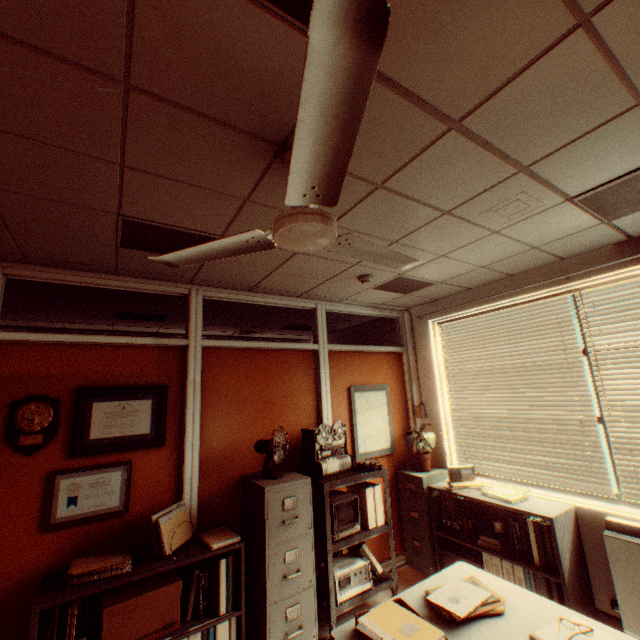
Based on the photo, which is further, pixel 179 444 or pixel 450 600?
pixel 179 444

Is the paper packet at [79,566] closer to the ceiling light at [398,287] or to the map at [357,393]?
the map at [357,393]

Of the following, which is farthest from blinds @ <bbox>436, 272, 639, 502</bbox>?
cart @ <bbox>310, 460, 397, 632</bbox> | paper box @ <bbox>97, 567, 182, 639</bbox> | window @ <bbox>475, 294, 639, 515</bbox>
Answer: paper box @ <bbox>97, 567, 182, 639</bbox>

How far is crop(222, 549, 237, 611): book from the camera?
2.7m

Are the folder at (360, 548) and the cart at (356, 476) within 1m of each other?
yes

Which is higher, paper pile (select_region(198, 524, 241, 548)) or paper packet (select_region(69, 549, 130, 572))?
paper packet (select_region(69, 549, 130, 572))

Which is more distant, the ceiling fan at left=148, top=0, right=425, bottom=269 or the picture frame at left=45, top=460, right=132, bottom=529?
the picture frame at left=45, top=460, right=132, bottom=529

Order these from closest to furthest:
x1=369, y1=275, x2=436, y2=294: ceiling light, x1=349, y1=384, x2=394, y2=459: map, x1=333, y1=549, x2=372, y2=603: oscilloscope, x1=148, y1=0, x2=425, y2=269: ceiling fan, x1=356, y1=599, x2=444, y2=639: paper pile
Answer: x1=148, y1=0, x2=425, y2=269: ceiling fan, x1=356, y1=599, x2=444, y2=639: paper pile, x1=333, y1=549, x2=372, y2=603: oscilloscope, x1=369, y1=275, x2=436, y2=294: ceiling light, x1=349, y1=384, x2=394, y2=459: map
